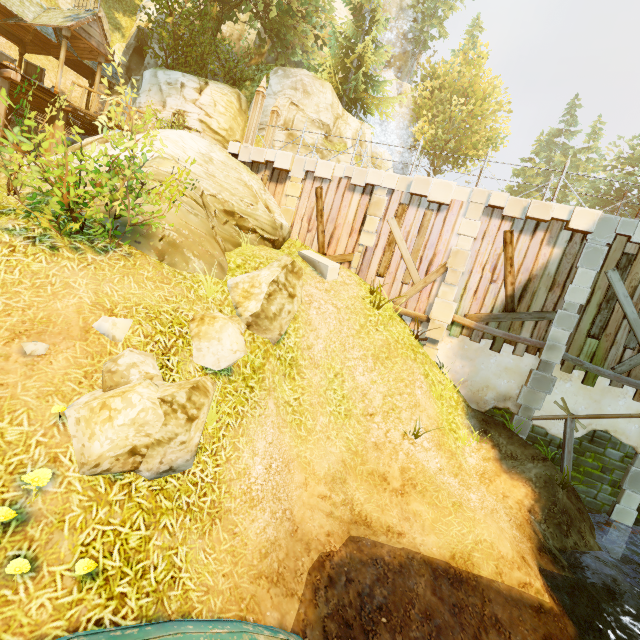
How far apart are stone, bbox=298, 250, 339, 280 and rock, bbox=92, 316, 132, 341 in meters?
6.4

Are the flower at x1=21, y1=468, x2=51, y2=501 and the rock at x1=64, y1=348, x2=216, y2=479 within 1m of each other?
yes

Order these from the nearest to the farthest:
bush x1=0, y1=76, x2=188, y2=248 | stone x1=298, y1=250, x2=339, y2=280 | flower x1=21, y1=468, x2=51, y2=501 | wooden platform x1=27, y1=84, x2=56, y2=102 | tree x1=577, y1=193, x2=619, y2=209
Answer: flower x1=21, y1=468, x2=51, y2=501 < bush x1=0, y1=76, x2=188, y2=248 < stone x1=298, y1=250, x2=339, y2=280 < wooden platform x1=27, y1=84, x2=56, y2=102 < tree x1=577, y1=193, x2=619, y2=209

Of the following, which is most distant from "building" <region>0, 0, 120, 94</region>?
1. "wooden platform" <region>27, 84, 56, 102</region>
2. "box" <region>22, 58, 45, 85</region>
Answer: "box" <region>22, 58, 45, 85</region>

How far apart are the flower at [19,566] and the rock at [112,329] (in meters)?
2.71

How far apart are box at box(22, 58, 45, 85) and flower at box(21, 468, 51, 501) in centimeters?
2207cm

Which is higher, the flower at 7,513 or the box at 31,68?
the box at 31,68

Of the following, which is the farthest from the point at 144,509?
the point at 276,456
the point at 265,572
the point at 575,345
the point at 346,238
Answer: the point at 575,345
